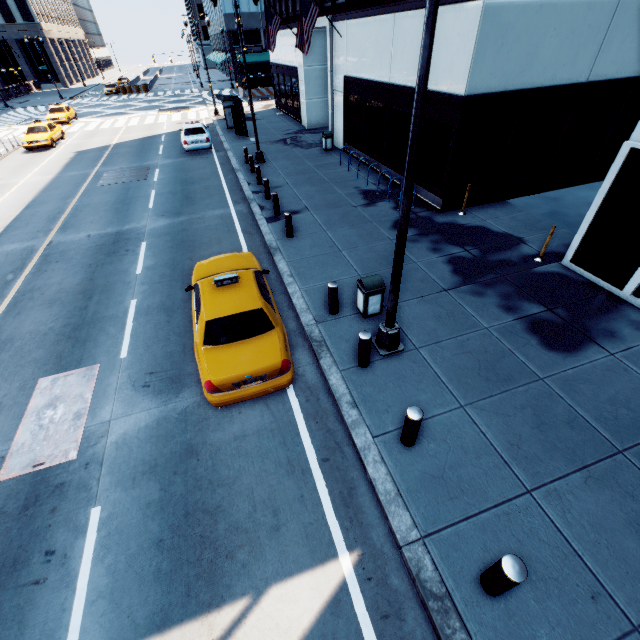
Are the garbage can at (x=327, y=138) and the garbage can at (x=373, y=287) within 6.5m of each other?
no

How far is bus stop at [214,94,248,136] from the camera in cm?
2292

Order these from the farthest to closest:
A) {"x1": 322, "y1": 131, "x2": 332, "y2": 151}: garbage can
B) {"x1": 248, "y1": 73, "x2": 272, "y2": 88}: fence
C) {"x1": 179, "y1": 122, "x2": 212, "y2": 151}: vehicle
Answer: {"x1": 248, "y1": 73, "x2": 272, "y2": 88}: fence, {"x1": 179, "y1": 122, "x2": 212, "y2": 151}: vehicle, {"x1": 322, "y1": 131, "x2": 332, "y2": 151}: garbage can

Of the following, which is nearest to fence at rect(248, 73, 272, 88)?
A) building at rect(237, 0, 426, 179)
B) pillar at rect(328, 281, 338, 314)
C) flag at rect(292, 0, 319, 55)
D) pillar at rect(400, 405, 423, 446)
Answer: building at rect(237, 0, 426, 179)

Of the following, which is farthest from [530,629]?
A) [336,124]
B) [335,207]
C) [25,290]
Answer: [336,124]

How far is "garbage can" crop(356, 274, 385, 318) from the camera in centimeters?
758cm

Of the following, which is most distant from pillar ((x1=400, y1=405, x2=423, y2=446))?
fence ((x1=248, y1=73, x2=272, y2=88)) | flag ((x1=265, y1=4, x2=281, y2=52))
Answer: fence ((x1=248, y1=73, x2=272, y2=88))

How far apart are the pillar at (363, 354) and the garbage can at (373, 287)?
1.3m
